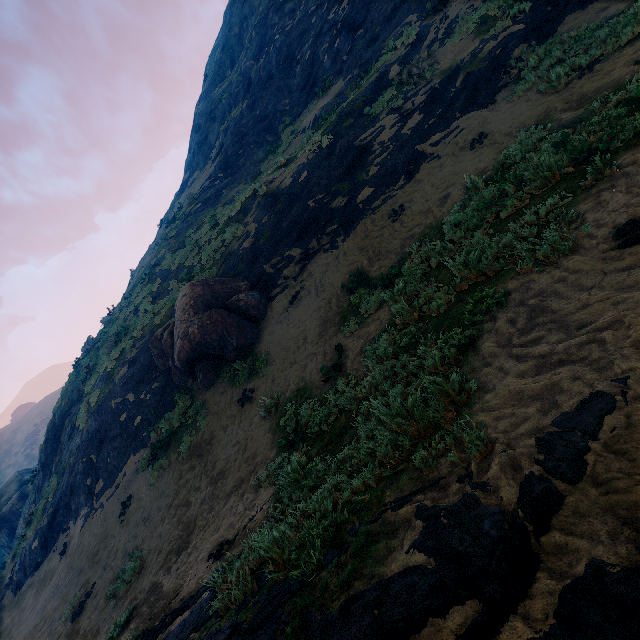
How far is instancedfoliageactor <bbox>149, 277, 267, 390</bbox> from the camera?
10.6 meters

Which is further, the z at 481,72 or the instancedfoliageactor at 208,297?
the instancedfoliageactor at 208,297

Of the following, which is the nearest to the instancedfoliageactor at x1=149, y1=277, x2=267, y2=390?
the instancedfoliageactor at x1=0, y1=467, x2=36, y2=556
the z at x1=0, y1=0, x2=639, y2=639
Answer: the z at x1=0, y1=0, x2=639, y2=639

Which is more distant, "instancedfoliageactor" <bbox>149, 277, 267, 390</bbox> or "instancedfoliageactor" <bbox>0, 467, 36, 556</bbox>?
"instancedfoliageactor" <bbox>0, 467, 36, 556</bbox>

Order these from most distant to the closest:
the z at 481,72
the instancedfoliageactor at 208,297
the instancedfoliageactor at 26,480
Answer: the instancedfoliageactor at 26,480, the instancedfoliageactor at 208,297, the z at 481,72

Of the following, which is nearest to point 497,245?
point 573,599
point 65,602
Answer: point 573,599

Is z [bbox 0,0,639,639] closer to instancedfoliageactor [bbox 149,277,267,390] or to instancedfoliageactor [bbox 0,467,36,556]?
instancedfoliageactor [bbox 149,277,267,390]

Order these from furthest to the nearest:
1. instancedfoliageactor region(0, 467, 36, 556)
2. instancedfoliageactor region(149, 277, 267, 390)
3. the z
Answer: instancedfoliageactor region(0, 467, 36, 556), instancedfoliageactor region(149, 277, 267, 390), the z
